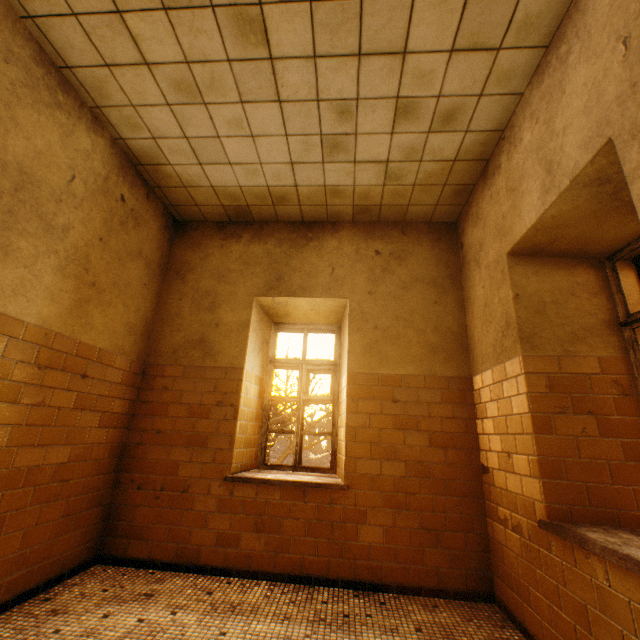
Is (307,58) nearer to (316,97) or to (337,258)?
(316,97)

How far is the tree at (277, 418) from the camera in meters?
10.5 m

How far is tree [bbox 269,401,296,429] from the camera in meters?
10.5
